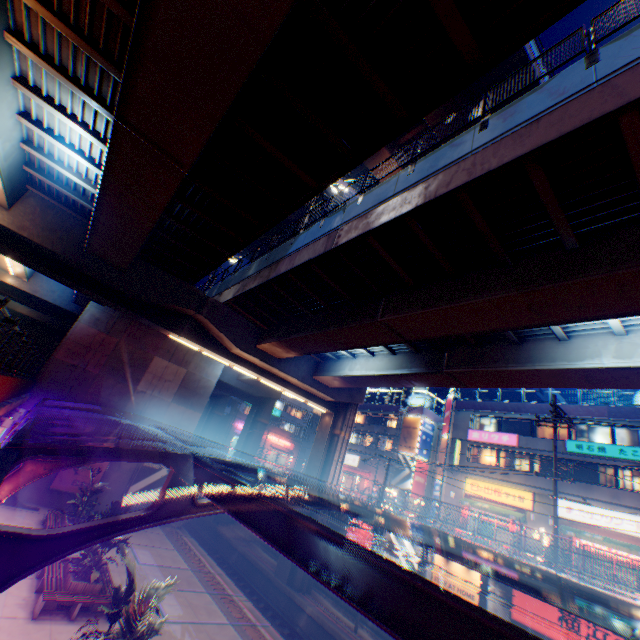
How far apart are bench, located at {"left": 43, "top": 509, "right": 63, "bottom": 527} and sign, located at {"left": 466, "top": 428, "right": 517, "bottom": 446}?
30.25m

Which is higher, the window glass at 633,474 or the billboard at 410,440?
the billboard at 410,440

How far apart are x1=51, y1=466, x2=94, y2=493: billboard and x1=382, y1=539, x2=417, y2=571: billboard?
20.37m

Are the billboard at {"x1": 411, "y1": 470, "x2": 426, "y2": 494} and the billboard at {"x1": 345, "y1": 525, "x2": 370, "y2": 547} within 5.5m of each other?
no

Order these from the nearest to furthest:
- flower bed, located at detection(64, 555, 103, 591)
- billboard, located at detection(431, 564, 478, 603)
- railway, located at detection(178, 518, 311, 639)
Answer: flower bed, located at detection(64, 555, 103, 591) → billboard, located at detection(431, 564, 478, 603) → railway, located at detection(178, 518, 311, 639)

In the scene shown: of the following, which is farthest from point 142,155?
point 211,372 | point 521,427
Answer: point 521,427

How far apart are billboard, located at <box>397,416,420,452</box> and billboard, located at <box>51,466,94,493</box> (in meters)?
29.91

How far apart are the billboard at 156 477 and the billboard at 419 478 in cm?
2515
